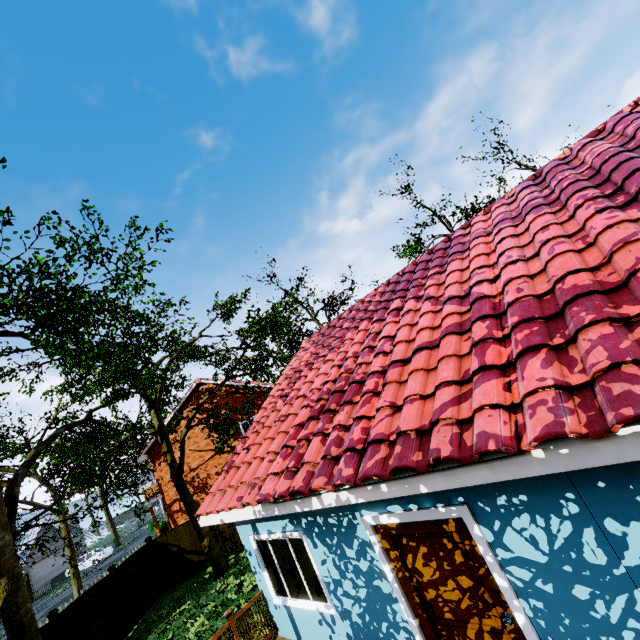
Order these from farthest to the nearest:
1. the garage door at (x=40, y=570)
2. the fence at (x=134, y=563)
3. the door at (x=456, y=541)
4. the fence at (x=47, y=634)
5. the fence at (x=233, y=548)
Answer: the garage door at (x=40, y=570) → the fence at (x=233, y=548) → the fence at (x=134, y=563) → the fence at (x=47, y=634) → the door at (x=456, y=541)

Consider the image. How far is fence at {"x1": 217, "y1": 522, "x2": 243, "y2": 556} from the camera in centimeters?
1595cm

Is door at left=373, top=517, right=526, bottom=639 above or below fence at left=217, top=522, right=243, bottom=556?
above

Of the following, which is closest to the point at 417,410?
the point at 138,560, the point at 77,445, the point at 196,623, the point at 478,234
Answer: the point at 478,234

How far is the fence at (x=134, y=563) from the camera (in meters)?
13.78

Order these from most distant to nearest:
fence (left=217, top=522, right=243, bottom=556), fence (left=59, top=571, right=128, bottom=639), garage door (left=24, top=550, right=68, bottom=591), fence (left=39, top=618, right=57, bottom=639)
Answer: garage door (left=24, top=550, right=68, bottom=591) → fence (left=217, top=522, right=243, bottom=556) → fence (left=59, top=571, right=128, bottom=639) → fence (left=39, top=618, right=57, bottom=639)

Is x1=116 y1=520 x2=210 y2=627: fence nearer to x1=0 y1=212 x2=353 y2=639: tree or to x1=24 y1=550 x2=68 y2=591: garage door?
x1=0 y1=212 x2=353 y2=639: tree
